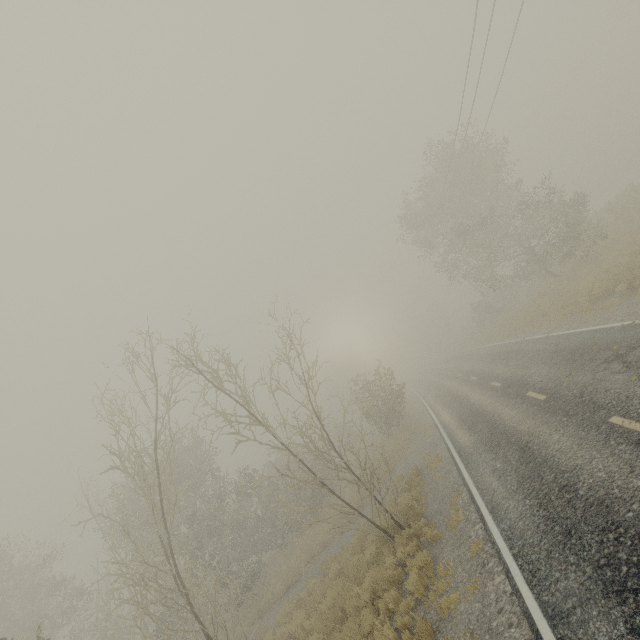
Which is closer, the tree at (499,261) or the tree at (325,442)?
the tree at (325,442)

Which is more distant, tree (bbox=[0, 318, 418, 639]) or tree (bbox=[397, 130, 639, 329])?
tree (bbox=[397, 130, 639, 329])

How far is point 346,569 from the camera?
12.3m
